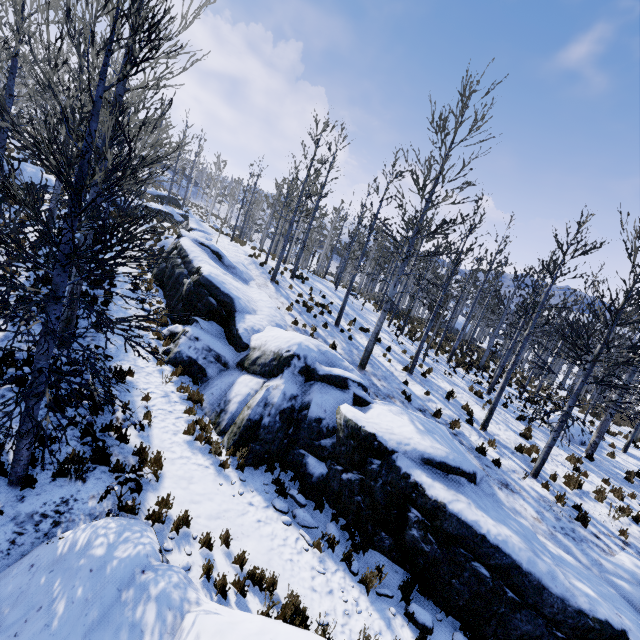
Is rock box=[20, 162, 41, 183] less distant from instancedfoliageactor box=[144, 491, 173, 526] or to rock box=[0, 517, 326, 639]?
rock box=[0, 517, 326, 639]

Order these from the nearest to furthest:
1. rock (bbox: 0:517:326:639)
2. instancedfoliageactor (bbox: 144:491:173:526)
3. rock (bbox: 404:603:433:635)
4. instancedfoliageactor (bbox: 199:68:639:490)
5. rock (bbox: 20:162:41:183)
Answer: rock (bbox: 0:517:326:639) < instancedfoliageactor (bbox: 144:491:173:526) < rock (bbox: 404:603:433:635) < instancedfoliageactor (bbox: 199:68:639:490) < rock (bbox: 20:162:41:183)

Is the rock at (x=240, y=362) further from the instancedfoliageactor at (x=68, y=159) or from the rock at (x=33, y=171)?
the rock at (x=33, y=171)

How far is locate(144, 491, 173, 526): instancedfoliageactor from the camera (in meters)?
5.72

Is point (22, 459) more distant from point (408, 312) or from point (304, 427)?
point (408, 312)

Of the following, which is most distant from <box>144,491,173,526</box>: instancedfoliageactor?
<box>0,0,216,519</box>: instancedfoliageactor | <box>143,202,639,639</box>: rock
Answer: <box>0,0,216,519</box>: instancedfoliageactor

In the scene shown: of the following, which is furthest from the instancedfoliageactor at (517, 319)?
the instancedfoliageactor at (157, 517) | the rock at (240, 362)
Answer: the instancedfoliageactor at (157, 517)

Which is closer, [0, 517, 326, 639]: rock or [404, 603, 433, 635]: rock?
[0, 517, 326, 639]: rock
